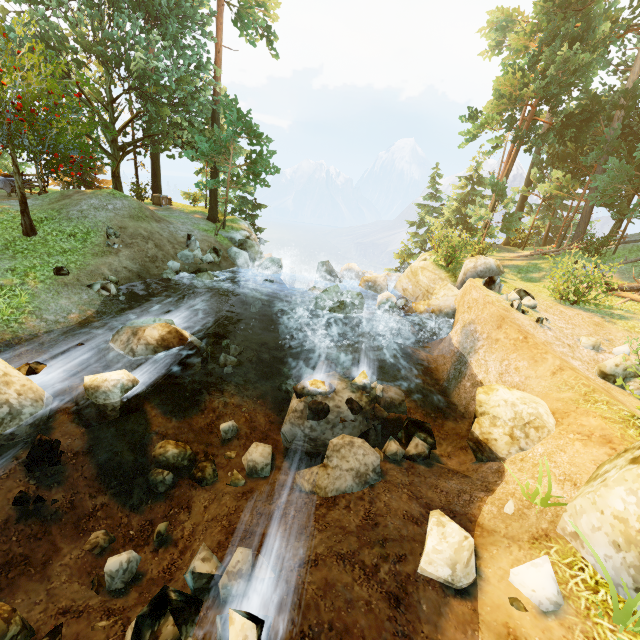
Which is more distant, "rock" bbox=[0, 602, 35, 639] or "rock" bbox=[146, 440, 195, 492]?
"rock" bbox=[146, 440, 195, 492]

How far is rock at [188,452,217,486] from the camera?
7.8m

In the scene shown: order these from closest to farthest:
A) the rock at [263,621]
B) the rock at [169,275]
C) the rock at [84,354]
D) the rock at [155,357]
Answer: the rock at [263,621], the rock at [155,357], the rock at [84,354], the rock at [169,275]

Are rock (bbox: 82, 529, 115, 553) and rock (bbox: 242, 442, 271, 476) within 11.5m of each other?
yes

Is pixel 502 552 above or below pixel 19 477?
above

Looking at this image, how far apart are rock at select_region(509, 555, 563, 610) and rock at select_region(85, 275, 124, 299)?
13.84m

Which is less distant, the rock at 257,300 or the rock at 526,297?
the rock at 526,297

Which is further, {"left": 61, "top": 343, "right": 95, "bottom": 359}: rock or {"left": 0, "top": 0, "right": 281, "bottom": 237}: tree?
{"left": 0, "top": 0, "right": 281, "bottom": 237}: tree
